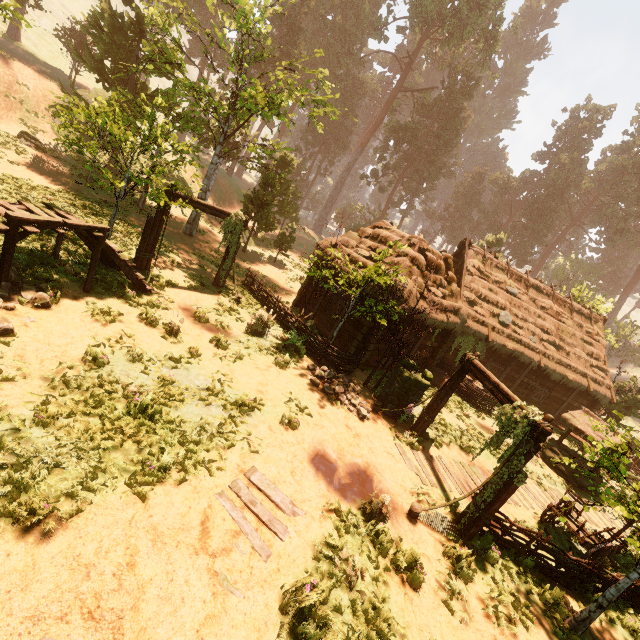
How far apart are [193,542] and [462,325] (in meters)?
15.72

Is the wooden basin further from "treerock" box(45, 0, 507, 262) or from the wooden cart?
the wooden cart

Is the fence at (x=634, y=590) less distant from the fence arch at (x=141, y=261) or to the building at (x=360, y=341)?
the building at (x=360, y=341)

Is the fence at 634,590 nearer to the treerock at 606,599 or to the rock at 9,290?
the treerock at 606,599

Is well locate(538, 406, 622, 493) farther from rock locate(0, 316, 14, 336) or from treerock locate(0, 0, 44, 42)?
rock locate(0, 316, 14, 336)

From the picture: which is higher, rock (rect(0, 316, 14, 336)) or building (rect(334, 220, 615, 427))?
building (rect(334, 220, 615, 427))

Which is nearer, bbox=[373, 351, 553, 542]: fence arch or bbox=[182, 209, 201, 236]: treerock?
bbox=[373, 351, 553, 542]: fence arch

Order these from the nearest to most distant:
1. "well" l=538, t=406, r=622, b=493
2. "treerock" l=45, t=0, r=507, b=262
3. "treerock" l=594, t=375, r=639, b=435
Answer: "treerock" l=594, t=375, r=639, b=435
"well" l=538, t=406, r=622, b=493
"treerock" l=45, t=0, r=507, b=262
